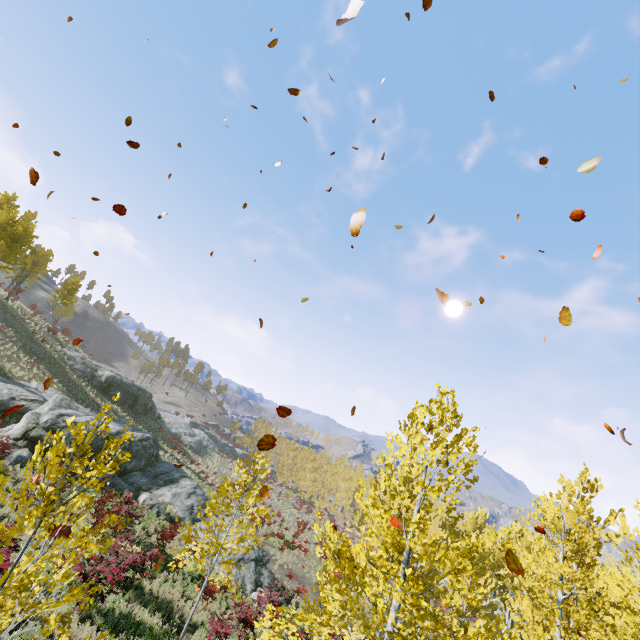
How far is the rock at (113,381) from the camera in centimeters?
3706cm

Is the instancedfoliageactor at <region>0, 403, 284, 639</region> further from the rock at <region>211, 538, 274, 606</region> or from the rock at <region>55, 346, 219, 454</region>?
the rock at <region>55, 346, 219, 454</region>

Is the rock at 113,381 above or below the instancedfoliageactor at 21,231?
below

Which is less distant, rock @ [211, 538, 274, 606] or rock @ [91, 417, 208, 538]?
rock @ [211, 538, 274, 606]

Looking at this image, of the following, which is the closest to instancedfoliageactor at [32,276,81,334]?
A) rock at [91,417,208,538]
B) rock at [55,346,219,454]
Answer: rock at [91,417,208,538]

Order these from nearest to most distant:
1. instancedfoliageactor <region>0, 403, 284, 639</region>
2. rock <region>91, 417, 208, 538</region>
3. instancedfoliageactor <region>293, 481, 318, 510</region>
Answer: instancedfoliageactor <region>0, 403, 284, 639</region> → rock <region>91, 417, 208, 538</region> → instancedfoliageactor <region>293, 481, 318, 510</region>

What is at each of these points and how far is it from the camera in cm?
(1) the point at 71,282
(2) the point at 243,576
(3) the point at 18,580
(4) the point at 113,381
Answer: (1) instancedfoliageactor, 3816
(2) rock, 1844
(3) instancedfoliageactor, 583
(4) rock, 3831
